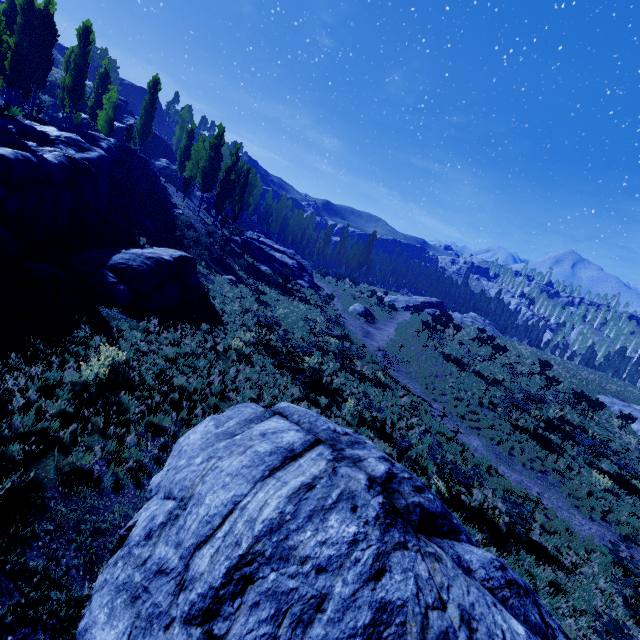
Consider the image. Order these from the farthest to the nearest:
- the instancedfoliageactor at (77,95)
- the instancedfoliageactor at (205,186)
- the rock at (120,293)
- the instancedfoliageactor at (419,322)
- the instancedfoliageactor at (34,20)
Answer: the instancedfoliageactor at (205,186) → the instancedfoliageactor at (77,95) → the instancedfoliageactor at (34,20) → the instancedfoliageactor at (419,322) → the rock at (120,293)

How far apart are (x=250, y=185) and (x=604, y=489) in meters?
61.2

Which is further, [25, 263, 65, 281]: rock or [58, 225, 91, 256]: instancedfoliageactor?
[58, 225, 91, 256]: instancedfoliageactor

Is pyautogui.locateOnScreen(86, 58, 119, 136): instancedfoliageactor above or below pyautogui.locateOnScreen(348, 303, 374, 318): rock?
above

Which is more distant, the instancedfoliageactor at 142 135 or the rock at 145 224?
the instancedfoliageactor at 142 135

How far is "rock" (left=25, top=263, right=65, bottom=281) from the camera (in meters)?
11.37

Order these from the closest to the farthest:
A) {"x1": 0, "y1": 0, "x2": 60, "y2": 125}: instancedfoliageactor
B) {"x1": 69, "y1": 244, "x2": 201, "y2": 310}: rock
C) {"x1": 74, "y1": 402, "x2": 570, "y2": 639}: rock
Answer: {"x1": 74, "y1": 402, "x2": 570, "y2": 639}: rock
{"x1": 69, "y1": 244, "x2": 201, "y2": 310}: rock
{"x1": 0, "y1": 0, "x2": 60, "y2": 125}: instancedfoliageactor
